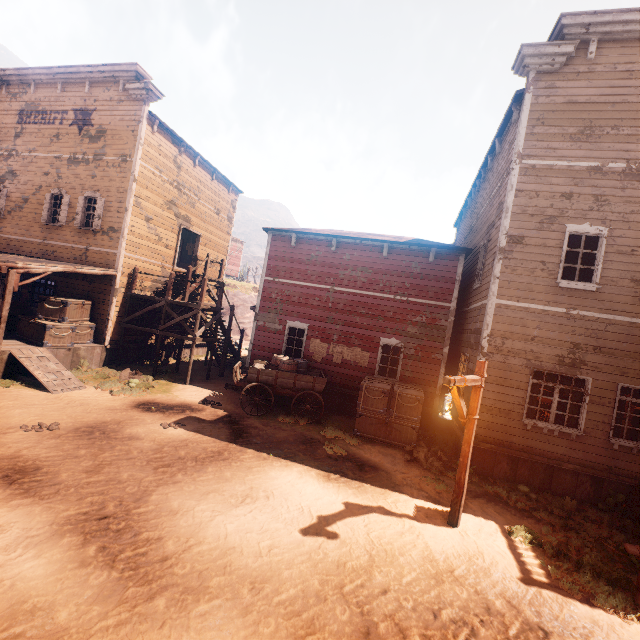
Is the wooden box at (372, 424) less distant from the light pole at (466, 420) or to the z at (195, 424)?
the z at (195, 424)

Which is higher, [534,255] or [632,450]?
[534,255]

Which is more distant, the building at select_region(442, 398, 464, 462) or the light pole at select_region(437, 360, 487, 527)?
the building at select_region(442, 398, 464, 462)

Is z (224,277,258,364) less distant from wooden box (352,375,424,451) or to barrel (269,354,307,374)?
wooden box (352,375,424,451)

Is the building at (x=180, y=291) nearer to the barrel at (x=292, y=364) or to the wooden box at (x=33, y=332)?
the wooden box at (x=33, y=332)

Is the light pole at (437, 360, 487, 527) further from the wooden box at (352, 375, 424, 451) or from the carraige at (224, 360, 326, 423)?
the carraige at (224, 360, 326, 423)

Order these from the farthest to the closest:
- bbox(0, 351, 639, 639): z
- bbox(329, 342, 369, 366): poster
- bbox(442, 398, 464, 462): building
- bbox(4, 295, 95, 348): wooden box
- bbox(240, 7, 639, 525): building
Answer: bbox(329, 342, 369, 366): poster, bbox(4, 295, 95, 348): wooden box, bbox(442, 398, 464, 462): building, bbox(240, 7, 639, 525): building, bbox(0, 351, 639, 639): z
